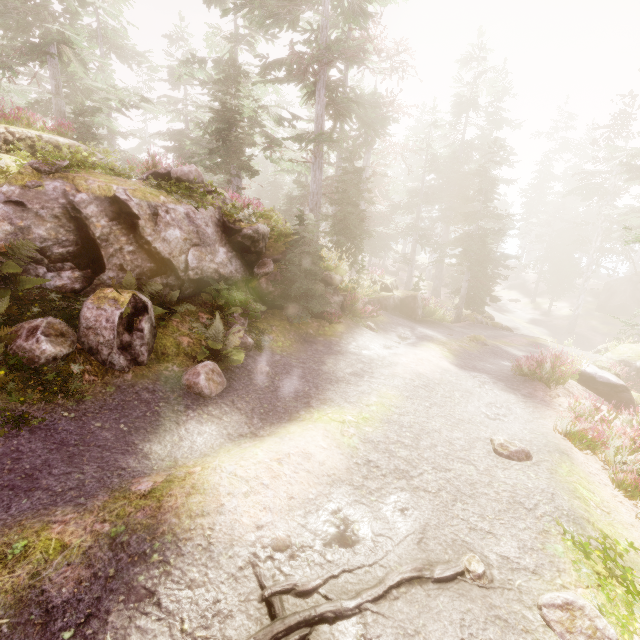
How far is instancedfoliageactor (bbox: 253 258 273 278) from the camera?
10.33m

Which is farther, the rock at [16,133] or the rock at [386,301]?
the rock at [386,301]

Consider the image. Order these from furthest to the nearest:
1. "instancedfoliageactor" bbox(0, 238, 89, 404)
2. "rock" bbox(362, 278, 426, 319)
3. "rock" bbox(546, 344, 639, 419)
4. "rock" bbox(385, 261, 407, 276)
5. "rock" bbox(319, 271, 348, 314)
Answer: "rock" bbox(385, 261, 407, 276) → "rock" bbox(362, 278, 426, 319) → "rock" bbox(319, 271, 348, 314) → "rock" bbox(546, 344, 639, 419) → "instancedfoliageactor" bbox(0, 238, 89, 404)

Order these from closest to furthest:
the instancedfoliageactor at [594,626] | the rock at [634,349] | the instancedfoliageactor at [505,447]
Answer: the instancedfoliageactor at [594,626] → the instancedfoliageactor at [505,447] → the rock at [634,349]

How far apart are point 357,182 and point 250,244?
7.62m

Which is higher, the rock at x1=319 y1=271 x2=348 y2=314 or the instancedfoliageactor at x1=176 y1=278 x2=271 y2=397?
the rock at x1=319 y1=271 x2=348 y2=314

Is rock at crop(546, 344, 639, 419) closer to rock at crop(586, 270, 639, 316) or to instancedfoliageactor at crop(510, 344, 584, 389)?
instancedfoliageactor at crop(510, 344, 584, 389)

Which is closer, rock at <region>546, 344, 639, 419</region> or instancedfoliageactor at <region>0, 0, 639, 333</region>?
rock at <region>546, 344, 639, 419</region>
